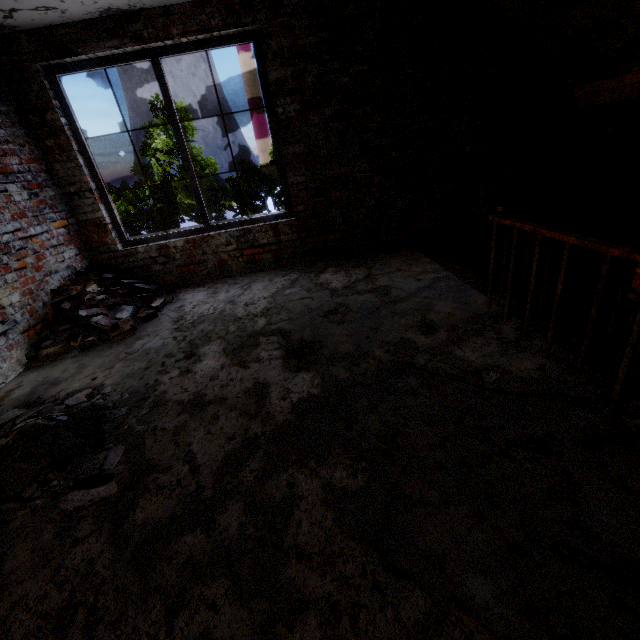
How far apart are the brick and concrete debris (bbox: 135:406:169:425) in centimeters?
77cm

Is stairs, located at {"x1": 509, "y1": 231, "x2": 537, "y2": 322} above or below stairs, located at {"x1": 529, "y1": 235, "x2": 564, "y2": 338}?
above

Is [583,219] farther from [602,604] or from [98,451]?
[98,451]

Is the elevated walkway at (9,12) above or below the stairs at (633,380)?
above

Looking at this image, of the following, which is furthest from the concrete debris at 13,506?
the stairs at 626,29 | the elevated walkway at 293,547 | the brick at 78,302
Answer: the stairs at 626,29

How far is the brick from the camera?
3.43m

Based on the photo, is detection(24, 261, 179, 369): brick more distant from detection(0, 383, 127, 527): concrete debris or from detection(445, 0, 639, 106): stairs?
detection(445, 0, 639, 106): stairs

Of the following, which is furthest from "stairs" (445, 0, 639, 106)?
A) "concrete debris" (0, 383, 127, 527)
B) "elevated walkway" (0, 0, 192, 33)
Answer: "concrete debris" (0, 383, 127, 527)
